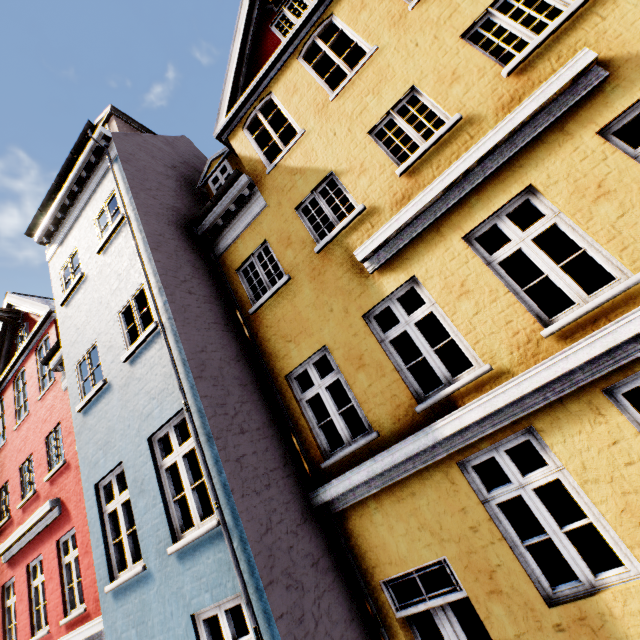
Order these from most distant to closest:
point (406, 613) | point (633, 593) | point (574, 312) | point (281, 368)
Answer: point (281, 368) < point (406, 613) < point (574, 312) < point (633, 593)
